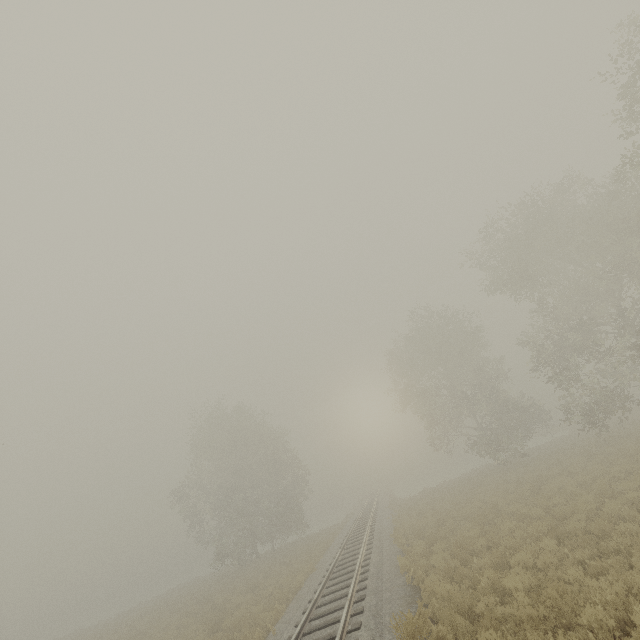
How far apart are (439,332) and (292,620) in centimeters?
2852cm

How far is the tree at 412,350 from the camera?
28.5m

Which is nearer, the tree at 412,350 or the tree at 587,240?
the tree at 587,240

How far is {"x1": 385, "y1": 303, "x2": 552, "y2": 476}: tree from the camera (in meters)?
28.47

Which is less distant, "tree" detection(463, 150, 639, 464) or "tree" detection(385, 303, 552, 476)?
"tree" detection(463, 150, 639, 464)
